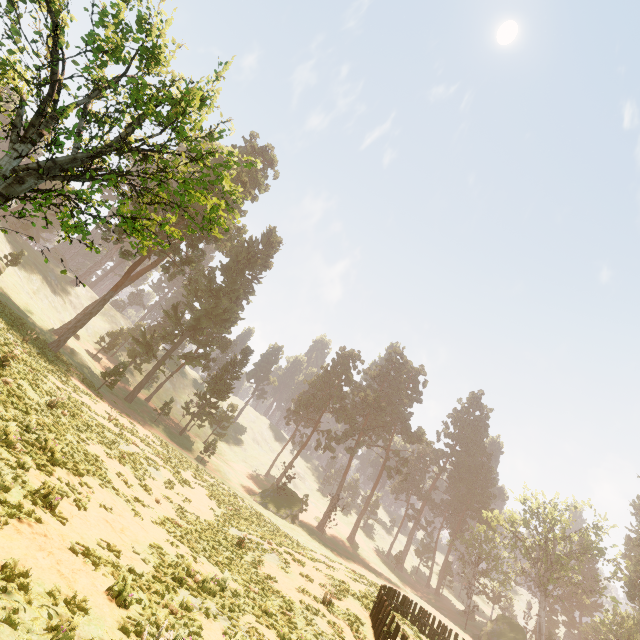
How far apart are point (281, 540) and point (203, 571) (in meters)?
14.38

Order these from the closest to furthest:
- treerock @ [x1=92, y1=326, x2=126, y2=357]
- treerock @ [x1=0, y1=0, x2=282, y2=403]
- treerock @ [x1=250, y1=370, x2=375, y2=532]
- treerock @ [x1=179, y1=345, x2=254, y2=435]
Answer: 1. treerock @ [x1=0, y1=0, x2=282, y2=403]
2. treerock @ [x1=250, y1=370, x2=375, y2=532]
3. treerock @ [x1=179, y1=345, x2=254, y2=435]
4. treerock @ [x1=92, y1=326, x2=126, y2=357]

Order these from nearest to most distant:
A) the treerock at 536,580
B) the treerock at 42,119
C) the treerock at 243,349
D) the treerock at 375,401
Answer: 1. the treerock at 42,119
2. the treerock at 536,580
3. the treerock at 243,349
4. the treerock at 375,401

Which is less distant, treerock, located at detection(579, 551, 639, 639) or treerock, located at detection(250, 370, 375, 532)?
treerock, located at detection(579, 551, 639, 639)

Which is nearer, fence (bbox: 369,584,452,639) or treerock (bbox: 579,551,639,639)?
fence (bbox: 369,584,452,639)

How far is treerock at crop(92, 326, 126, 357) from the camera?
49.8 meters

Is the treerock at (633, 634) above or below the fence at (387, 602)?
above
